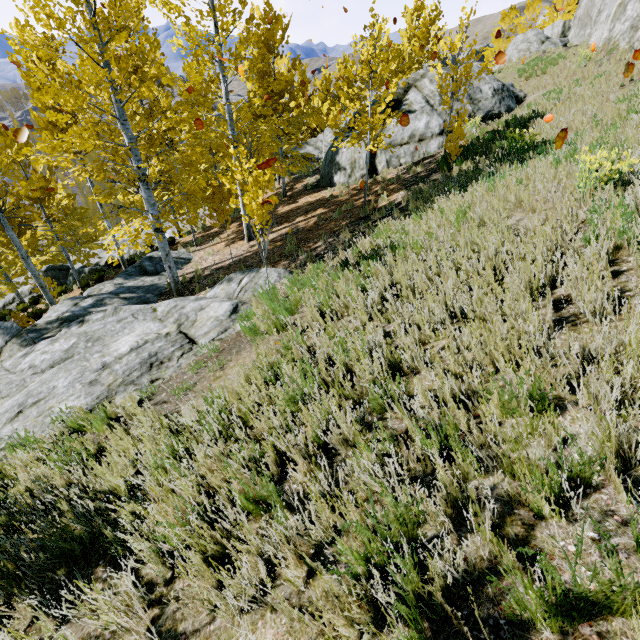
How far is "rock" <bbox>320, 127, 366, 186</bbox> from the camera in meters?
15.5 m

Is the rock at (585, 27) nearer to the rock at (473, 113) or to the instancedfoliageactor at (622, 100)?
the instancedfoliageactor at (622, 100)

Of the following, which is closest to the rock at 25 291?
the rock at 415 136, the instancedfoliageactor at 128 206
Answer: the instancedfoliageactor at 128 206

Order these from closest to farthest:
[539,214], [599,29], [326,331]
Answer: [326,331]
[539,214]
[599,29]

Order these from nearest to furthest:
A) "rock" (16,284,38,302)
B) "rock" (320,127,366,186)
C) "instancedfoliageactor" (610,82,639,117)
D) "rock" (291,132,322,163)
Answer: "instancedfoliageactor" (610,82,639,117), "rock" (320,127,366,186), "rock" (16,284,38,302), "rock" (291,132,322,163)

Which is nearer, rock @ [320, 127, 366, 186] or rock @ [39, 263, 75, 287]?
rock @ [320, 127, 366, 186]

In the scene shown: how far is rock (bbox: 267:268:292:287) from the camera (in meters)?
7.30

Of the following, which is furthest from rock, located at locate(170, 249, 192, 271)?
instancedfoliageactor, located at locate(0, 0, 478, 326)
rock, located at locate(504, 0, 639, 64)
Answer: rock, located at locate(504, 0, 639, 64)
